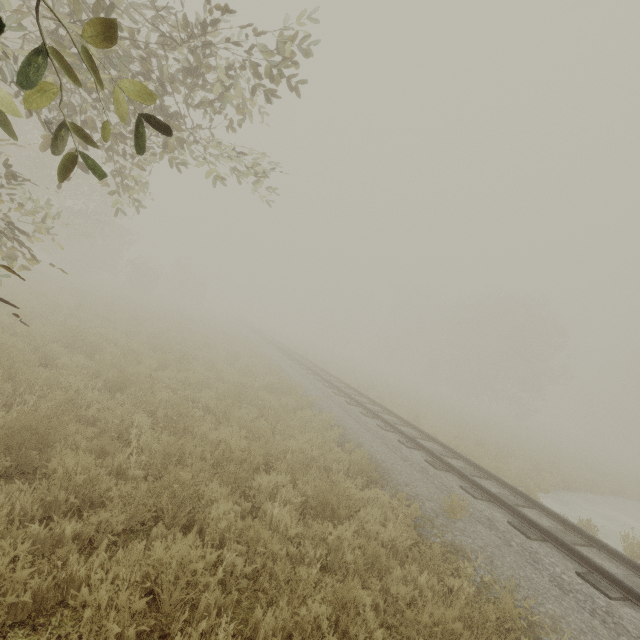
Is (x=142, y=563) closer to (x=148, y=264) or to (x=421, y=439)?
(x=421, y=439)
